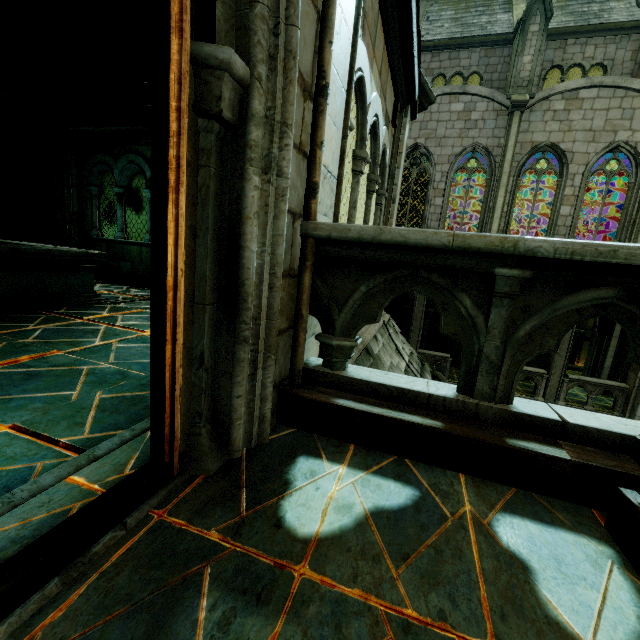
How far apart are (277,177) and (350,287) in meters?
0.8

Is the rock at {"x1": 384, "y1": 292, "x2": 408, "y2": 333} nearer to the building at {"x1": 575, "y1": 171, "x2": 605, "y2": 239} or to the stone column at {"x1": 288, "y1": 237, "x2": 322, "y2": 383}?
the building at {"x1": 575, "y1": 171, "x2": 605, "y2": 239}

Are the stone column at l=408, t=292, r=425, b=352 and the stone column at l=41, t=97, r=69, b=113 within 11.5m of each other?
no

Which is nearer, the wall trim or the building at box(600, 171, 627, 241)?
the wall trim

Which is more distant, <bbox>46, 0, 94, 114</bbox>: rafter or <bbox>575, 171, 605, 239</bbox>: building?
<bbox>575, 171, 605, 239</bbox>: building

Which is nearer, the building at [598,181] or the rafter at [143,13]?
the rafter at [143,13]

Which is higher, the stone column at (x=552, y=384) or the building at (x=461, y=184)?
the building at (x=461, y=184)

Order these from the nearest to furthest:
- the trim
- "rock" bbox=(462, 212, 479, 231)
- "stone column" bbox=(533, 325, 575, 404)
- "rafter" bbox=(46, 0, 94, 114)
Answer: the trim < "rafter" bbox=(46, 0, 94, 114) < "stone column" bbox=(533, 325, 575, 404) < "rock" bbox=(462, 212, 479, 231)
